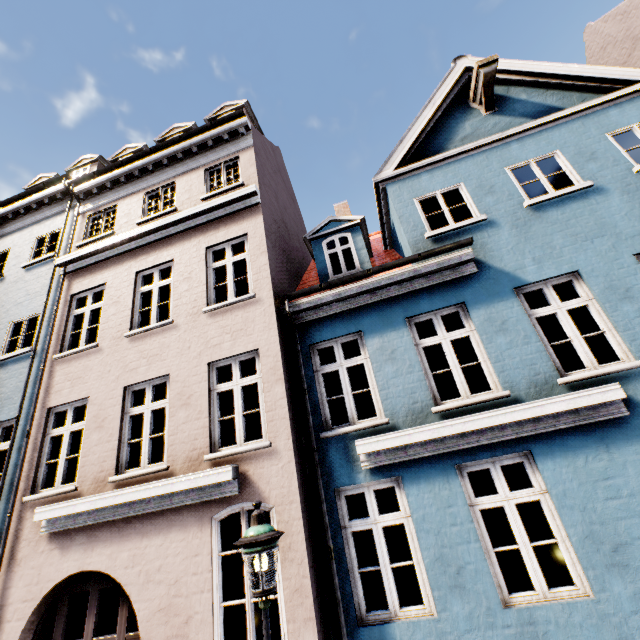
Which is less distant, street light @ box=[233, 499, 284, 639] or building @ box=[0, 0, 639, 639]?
street light @ box=[233, 499, 284, 639]

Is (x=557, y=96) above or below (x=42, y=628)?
above

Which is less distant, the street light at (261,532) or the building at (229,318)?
the street light at (261,532)
